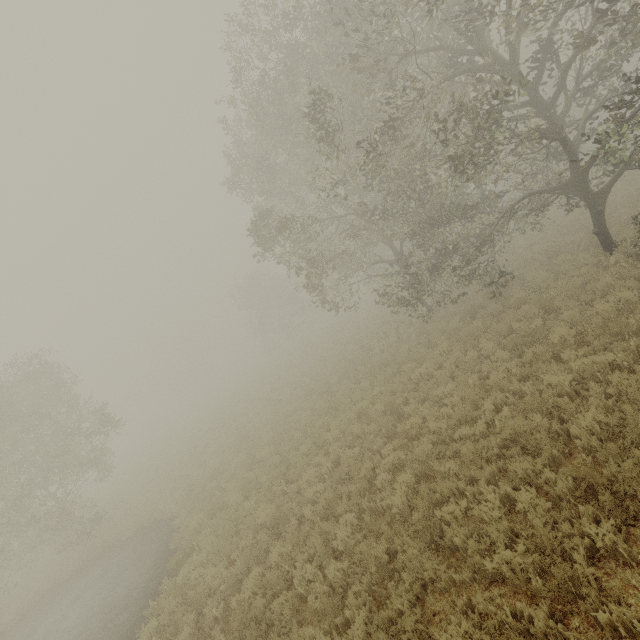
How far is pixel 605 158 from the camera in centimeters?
868cm
